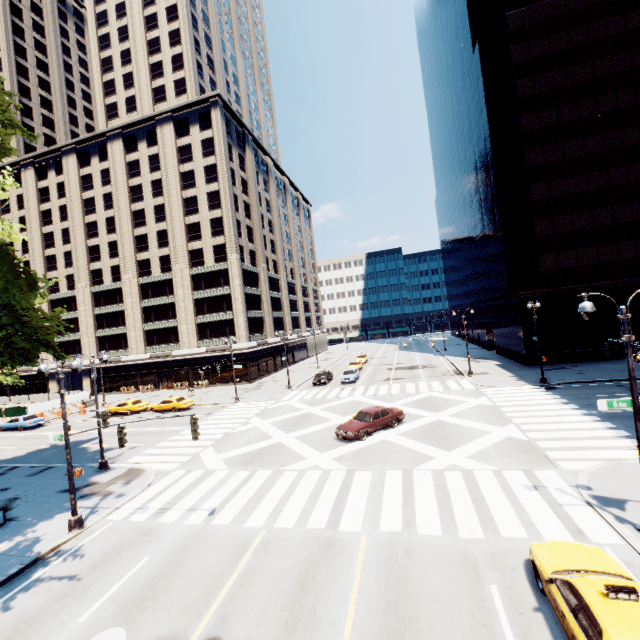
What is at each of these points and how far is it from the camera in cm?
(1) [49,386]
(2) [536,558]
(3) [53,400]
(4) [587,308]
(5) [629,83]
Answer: (1) building, 5778
(2) vehicle, 838
(3) fence, 4138
(4) light, 995
(5) building, 3391

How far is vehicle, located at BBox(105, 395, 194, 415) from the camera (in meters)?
35.03

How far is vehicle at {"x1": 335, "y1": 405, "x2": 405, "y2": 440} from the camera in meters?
20.1

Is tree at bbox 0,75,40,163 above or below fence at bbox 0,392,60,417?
above

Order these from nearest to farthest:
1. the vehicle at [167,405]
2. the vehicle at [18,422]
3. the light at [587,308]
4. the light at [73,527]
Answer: the light at [587,308]
the light at [73,527]
the vehicle at [18,422]
the vehicle at [167,405]

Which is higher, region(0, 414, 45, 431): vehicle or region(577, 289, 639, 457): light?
region(577, 289, 639, 457): light

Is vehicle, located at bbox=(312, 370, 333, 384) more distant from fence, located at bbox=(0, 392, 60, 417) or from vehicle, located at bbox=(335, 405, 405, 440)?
fence, located at bbox=(0, 392, 60, 417)

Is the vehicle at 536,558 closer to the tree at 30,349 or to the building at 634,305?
the tree at 30,349
